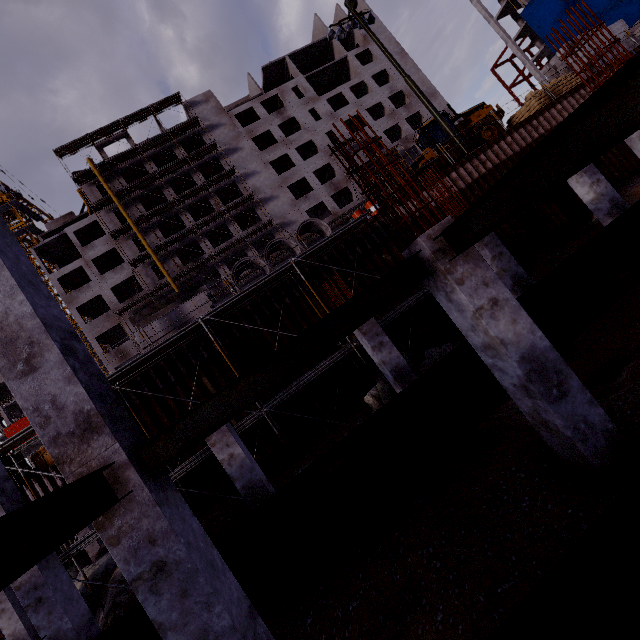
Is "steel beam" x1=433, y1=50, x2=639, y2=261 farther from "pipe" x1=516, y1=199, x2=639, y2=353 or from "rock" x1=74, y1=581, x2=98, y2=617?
"rock" x1=74, y1=581, x2=98, y2=617

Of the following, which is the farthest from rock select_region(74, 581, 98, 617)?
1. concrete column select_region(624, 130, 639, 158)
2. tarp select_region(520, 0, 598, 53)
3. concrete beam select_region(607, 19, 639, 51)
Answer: tarp select_region(520, 0, 598, 53)

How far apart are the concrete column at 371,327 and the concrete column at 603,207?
9.3 meters

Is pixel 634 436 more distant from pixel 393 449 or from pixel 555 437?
pixel 393 449

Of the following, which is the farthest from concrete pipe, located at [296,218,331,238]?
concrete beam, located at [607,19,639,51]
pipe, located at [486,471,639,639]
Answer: concrete beam, located at [607,19,639,51]

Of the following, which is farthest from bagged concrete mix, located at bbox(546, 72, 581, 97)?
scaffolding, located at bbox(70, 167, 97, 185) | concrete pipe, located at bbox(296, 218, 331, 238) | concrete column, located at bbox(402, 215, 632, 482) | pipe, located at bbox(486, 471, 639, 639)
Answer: pipe, located at bbox(486, 471, 639, 639)

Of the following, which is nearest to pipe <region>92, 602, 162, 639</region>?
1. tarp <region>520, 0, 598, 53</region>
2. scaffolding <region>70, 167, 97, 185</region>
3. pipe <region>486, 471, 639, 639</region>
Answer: pipe <region>486, 471, 639, 639</region>

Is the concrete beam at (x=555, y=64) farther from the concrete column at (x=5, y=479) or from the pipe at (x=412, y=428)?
the concrete column at (x=5, y=479)
